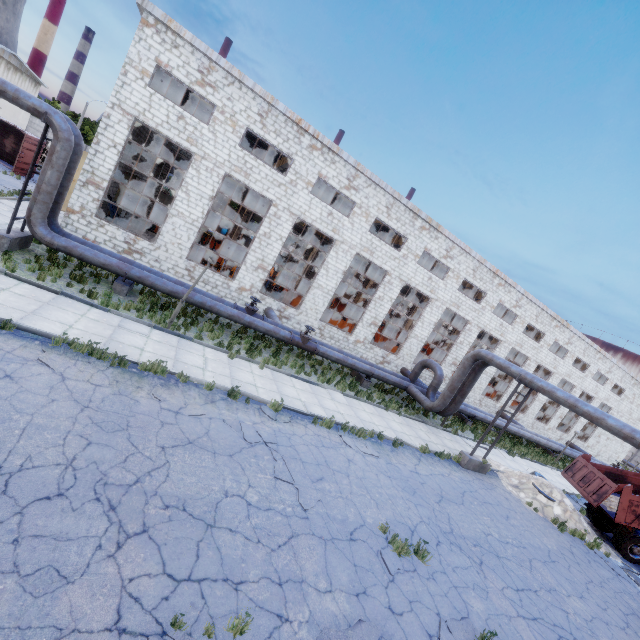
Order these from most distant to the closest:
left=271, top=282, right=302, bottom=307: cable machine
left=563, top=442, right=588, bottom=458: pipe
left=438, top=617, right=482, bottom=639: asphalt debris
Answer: left=563, top=442, right=588, bottom=458: pipe
left=271, top=282, right=302, bottom=307: cable machine
left=438, top=617, right=482, bottom=639: asphalt debris

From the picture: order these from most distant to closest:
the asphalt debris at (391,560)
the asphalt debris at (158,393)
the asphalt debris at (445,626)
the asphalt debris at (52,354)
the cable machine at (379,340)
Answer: the cable machine at (379,340) < the asphalt debris at (158,393) < the asphalt debris at (52,354) < the asphalt debris at (391,560) < the asphalt debris at (445,626)

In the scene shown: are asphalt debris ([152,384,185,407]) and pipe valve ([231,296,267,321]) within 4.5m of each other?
no

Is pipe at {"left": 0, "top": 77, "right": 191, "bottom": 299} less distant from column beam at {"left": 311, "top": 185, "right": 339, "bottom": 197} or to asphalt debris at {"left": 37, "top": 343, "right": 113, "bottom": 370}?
asphalt debris at {"left": 37, "top": 343, "right": 113, "bottom": 370}

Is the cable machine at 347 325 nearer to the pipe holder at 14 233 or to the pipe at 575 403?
the pipe at 575 403

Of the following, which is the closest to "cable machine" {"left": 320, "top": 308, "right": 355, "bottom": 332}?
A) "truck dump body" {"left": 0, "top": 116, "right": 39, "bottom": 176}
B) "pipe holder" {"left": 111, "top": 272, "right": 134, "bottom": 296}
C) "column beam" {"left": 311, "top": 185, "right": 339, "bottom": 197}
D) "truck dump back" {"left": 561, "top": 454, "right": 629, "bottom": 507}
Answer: "column beam" {"left": 311, "top": 185, "right": 339, "bottom": 197}

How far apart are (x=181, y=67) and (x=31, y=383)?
15.52m

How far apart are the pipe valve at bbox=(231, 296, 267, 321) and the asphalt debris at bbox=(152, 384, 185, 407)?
7.47m
